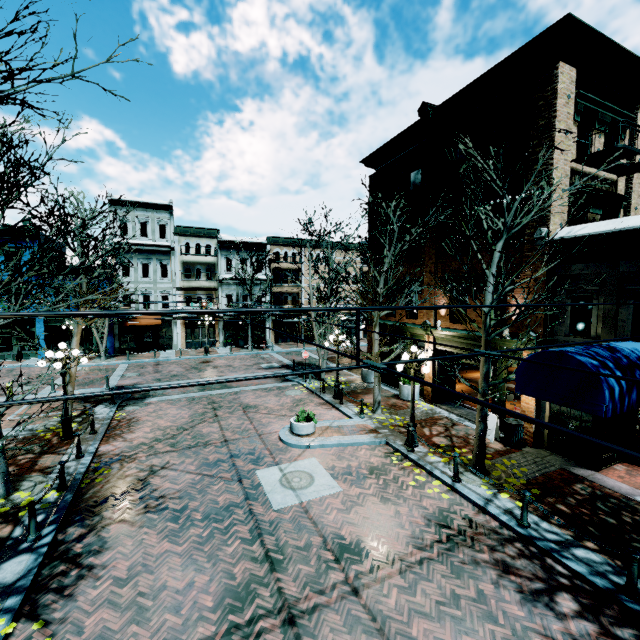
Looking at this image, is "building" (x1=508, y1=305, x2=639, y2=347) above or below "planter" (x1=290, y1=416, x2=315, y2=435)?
above

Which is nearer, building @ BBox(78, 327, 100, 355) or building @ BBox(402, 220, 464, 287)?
building @ BBox(402, 220, 464, 287)

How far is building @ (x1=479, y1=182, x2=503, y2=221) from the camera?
12.5m

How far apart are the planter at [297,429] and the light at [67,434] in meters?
8.2

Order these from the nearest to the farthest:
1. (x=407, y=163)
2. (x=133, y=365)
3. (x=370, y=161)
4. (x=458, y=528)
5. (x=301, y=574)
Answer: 1. (x=301, y=574)
2. (x=458, y=528)
3. (x=407, y=163)
4. (x=370, y=161)
5. (x=133, y=365)

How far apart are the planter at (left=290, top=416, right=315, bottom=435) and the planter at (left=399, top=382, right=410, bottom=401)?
5.6 meters

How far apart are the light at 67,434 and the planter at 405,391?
14.0m

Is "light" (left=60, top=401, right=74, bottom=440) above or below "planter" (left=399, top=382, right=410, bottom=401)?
below
